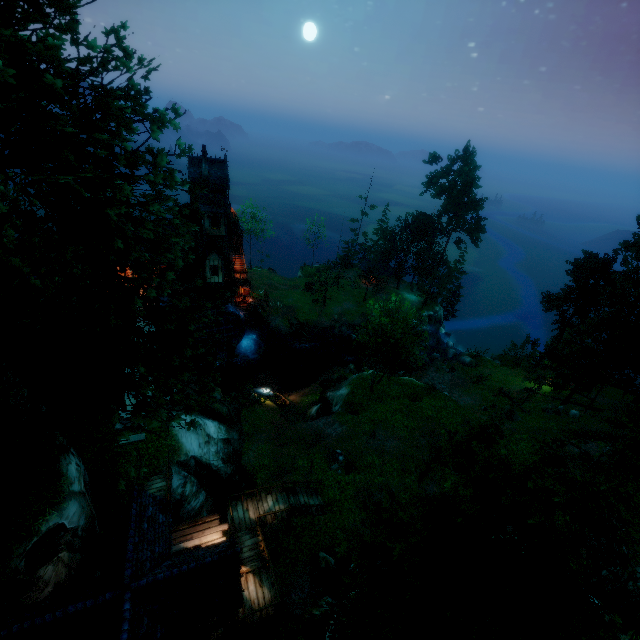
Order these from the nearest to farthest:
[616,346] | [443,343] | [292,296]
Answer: [616,346] < [443,343] < [292,296]

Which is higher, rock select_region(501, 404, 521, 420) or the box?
the box

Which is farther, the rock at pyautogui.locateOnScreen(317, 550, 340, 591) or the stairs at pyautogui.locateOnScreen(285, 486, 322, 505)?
the stairs at pyautogui.locateOnScreen(285, 486, 322, 505)

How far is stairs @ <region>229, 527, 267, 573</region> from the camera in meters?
15.4

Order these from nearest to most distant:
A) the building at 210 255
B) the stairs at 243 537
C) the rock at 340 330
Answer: the stairs at 243 537, the building at 210 255, the rock at 340 330

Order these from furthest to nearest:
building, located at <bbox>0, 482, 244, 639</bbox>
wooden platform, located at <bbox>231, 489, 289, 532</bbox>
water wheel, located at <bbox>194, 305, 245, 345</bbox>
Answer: water wheel, located at <bbox>194, 305, 245, 345</bbox> < wooden platform, located at <bbox>231, 489, 289, 532</bbox> < building, located at <bbox>0, 482, 244, 639</bbox>

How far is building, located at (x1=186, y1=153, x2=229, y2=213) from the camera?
33.7m

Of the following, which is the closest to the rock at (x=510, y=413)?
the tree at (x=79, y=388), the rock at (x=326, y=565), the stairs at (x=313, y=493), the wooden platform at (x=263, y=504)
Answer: the tree at (x=79, y=388)
